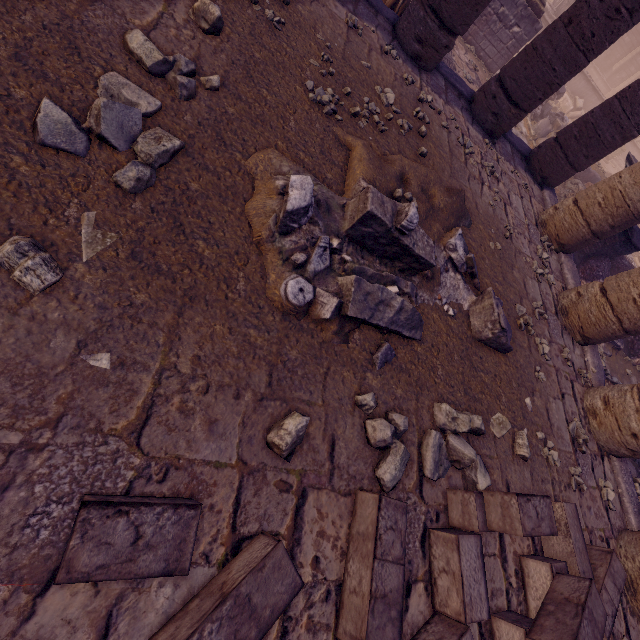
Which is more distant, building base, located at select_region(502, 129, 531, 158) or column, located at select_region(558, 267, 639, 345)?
building base, located at select_region(502, 129, 531, 158)

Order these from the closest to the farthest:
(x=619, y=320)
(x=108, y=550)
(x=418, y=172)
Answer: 1. (x=108, y=550)
2. (x=418, y=172)
3. (x=619, y=320)

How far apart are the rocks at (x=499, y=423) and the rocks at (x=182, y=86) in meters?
4.5 m

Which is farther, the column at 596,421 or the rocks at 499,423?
the column at 596,421

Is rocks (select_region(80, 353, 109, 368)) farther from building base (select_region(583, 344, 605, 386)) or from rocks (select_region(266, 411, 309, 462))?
building base (select_region(583, 344, 605, 386))

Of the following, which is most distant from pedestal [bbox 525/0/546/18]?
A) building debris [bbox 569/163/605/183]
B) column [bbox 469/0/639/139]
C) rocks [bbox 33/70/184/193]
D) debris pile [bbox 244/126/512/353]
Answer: rocks [bbox 33/70/184/193]

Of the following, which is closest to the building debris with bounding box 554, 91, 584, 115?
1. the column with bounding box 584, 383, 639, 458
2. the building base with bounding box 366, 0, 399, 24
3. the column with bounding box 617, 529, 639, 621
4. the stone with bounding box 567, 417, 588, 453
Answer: the building base with bounding box 366, 0, 399, 24

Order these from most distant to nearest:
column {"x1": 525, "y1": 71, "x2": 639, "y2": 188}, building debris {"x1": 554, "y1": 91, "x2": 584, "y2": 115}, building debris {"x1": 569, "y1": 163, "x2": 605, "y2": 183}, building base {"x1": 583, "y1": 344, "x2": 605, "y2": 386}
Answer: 1. building debris {"x1": 554, "y1": 91, "x2": 584, "y2": 115}
2. building debris {"x1": 569, "y1": 163, "x2": 605, "y2": 183}
3. column {"x1": 525, "y1": 71, "x2": 639, "y2": 188}
4. building base {"x1": 583, "y1": 344, "x2": 605, "y2": 386}
